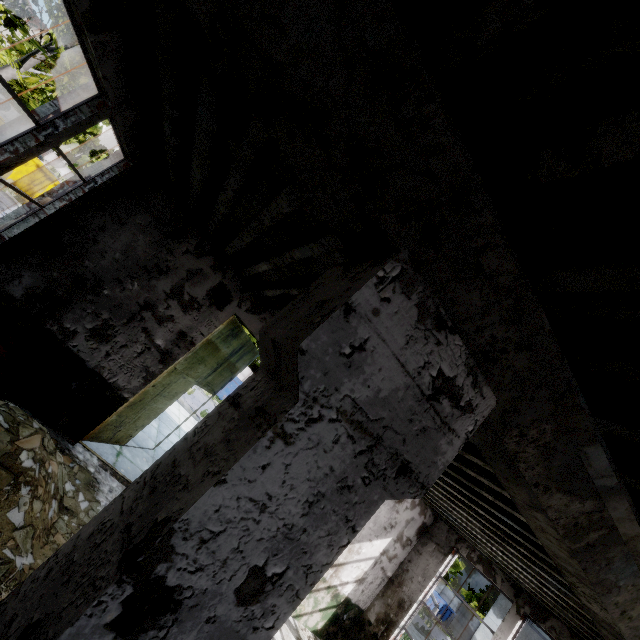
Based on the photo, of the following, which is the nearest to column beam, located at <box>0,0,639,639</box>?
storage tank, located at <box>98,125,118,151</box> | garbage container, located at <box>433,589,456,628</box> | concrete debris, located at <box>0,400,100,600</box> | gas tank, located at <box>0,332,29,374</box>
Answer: concrete debris, located at <box>0,400,100,600</box>

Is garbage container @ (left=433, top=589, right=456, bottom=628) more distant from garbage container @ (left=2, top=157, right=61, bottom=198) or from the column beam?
garbage container @ (left=2, top=157, right=61, bottom=198)

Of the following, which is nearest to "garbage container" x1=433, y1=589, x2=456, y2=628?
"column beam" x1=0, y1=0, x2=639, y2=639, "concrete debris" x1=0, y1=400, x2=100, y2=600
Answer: "column beam" x1=0, y1=0, x2=639, y2=639

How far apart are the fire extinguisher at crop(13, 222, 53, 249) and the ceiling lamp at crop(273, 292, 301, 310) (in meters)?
4.29

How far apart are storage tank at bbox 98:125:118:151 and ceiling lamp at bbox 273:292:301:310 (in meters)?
67.27

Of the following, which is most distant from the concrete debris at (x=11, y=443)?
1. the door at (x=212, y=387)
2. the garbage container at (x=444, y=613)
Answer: the garbage container at (x=444, y=613)

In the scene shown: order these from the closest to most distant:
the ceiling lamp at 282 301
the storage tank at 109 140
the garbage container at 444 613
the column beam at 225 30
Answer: the column beam at 225 30 → the ceiling lamp at 282 301 → the garbage container at 444 613 → the storage tank at 109 140

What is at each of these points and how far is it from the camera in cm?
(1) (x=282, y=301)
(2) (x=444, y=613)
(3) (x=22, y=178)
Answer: (1) ceiling lamp, 410
(2) garbage container, 3922
(3) garbage container, 2052
